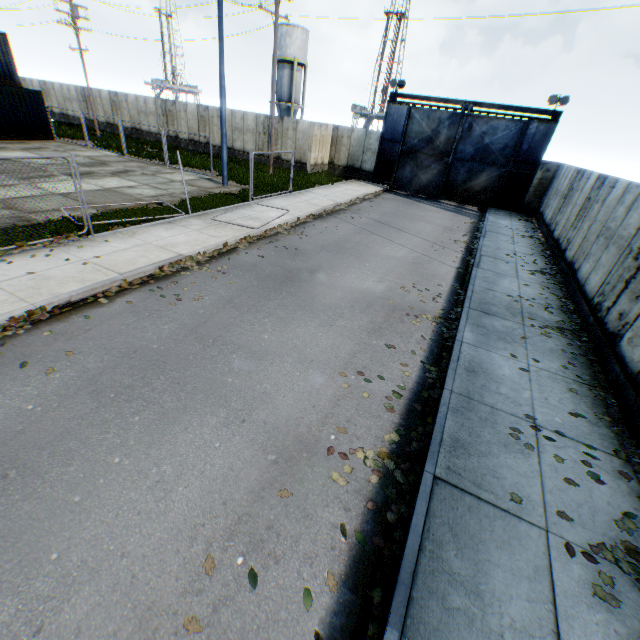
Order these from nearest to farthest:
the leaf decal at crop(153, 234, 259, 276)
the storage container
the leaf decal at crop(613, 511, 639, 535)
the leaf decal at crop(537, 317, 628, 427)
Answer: the leaf decal at crop(613, 511, 639, 535) → the leaf decal at crop(537, 317, 628, 427) → the leaf decal at crop(153, 234, 259, 276) → the storage container

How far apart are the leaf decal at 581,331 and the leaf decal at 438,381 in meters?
1.9 m

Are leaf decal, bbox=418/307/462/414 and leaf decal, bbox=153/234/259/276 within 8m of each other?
yes

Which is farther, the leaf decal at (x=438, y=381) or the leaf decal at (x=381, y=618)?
the leaf decal at (x=438, y=381)

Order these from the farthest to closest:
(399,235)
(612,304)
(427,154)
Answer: (427,154)
(399,235)
(612,304)

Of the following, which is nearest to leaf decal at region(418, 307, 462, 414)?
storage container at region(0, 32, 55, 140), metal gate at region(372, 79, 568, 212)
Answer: metal gate at region(372, 79, 568, 212)

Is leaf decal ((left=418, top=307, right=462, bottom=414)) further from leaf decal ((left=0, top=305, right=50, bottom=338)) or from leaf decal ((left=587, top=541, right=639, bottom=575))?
leaf decal ((left=0, top=305, right=50, bottom=338))

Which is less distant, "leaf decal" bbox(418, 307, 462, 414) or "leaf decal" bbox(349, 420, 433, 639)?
"leaf decal" bbox(349, 420, 433, 639)
